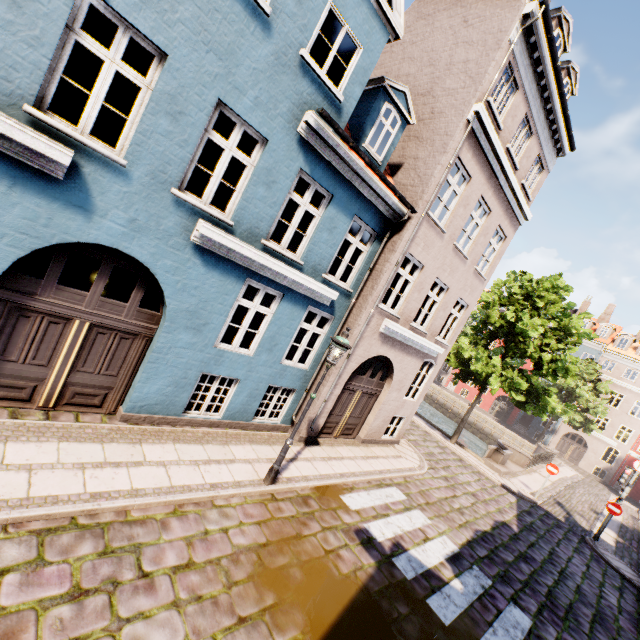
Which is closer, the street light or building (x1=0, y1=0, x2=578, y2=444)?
building (x1=0, y1=0, x2=578, y2=444)

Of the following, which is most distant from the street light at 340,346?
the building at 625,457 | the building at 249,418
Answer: the building at 625,457

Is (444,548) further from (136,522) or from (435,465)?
(136,522)

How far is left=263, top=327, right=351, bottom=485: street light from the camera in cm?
666

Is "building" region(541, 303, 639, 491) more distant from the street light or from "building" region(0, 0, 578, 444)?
the street light
